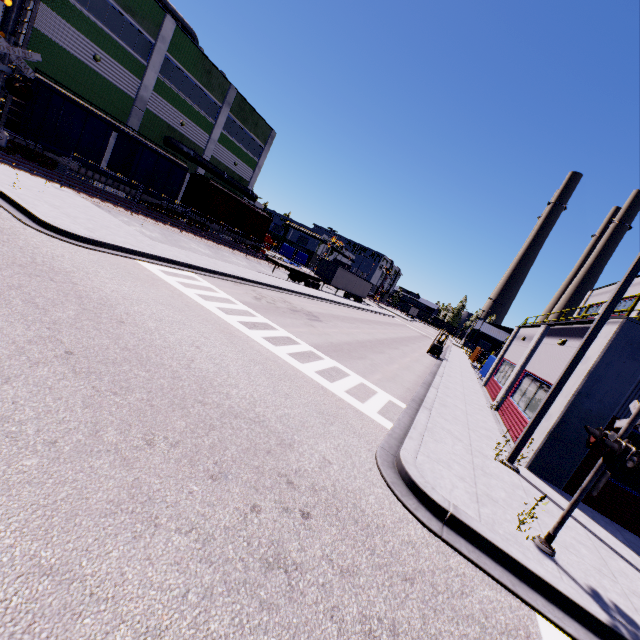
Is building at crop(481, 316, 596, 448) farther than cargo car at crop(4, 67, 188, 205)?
No

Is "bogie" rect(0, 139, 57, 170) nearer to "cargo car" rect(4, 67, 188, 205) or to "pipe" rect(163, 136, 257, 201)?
"cargo car" rect(4, 67, 188, 205)

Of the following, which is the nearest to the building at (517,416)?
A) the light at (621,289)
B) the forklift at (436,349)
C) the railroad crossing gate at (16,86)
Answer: the light at (621,289)

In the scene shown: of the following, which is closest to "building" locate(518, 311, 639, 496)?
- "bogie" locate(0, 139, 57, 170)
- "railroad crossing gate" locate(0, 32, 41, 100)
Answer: "bogie" locate(0, 139, 57, 170)

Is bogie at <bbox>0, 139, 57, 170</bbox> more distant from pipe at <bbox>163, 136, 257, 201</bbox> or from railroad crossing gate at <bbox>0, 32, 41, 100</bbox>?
pipe at <bbox>163, 136, 257, 201</bbox>

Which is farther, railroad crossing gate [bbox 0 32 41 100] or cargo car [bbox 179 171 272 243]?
cargo car [bbox 179 171 272 243]

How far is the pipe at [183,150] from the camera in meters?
30.3

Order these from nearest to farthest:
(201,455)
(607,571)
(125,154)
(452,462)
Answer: (201,455), (607,571), (452,462), (125,154)
